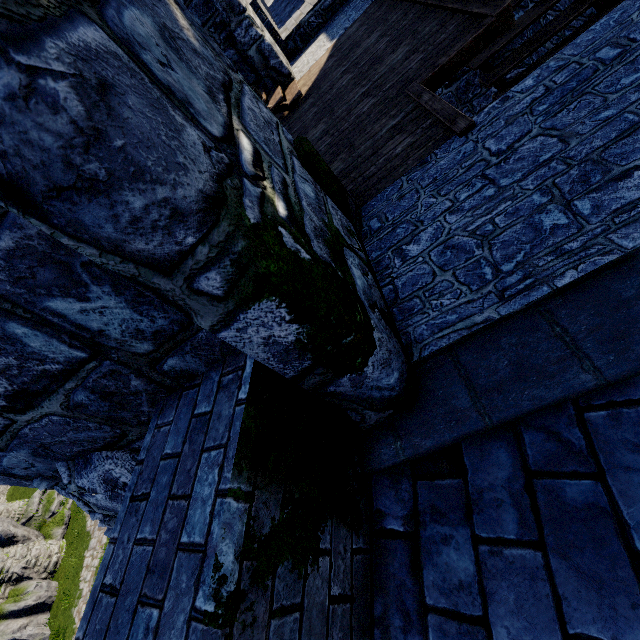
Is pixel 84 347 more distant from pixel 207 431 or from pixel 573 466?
pixel 573 466
